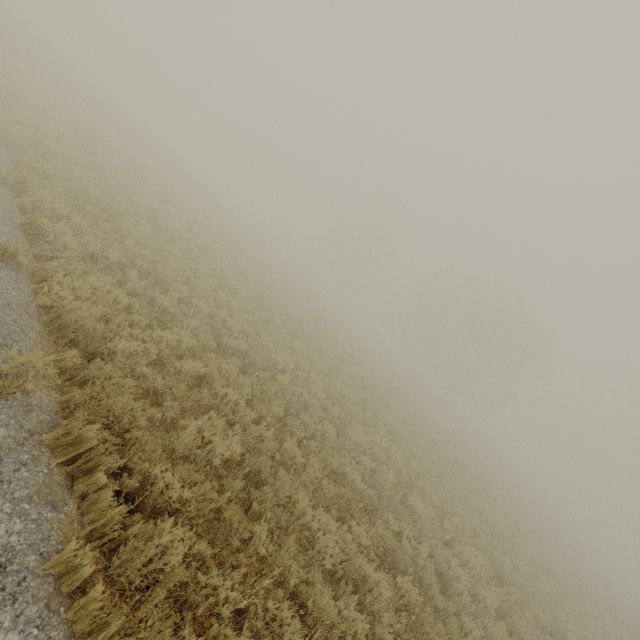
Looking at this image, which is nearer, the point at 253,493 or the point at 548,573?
the point at 253,493
